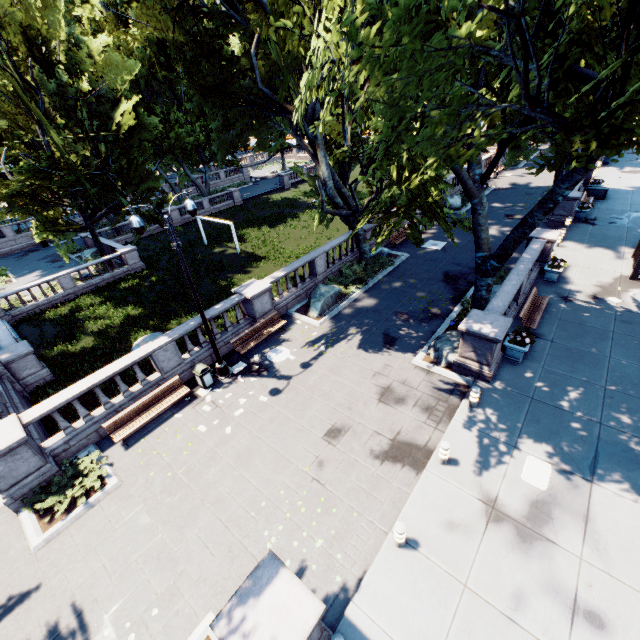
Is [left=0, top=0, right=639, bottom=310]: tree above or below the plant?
above

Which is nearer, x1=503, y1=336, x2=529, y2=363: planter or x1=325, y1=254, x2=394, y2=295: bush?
x1=503, y1=336, x2=529, y2=363: planter

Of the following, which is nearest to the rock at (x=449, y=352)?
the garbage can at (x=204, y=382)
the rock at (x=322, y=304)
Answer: the rock at (x=322, y=304)

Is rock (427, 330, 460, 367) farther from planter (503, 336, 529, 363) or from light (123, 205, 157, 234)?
light (123, 205, 157, 234)

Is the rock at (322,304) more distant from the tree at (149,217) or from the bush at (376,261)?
the tree at (149,217)

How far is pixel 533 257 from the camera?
15.6 meters

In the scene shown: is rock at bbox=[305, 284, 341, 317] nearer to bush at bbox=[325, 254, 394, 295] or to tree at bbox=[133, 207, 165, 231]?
bush at bbox=[325, 254, 394, 295]

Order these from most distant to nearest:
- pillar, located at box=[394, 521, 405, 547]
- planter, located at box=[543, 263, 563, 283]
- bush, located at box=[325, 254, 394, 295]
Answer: bush, located at box=[325, 254, 394, 295], planter, located at box=[543, 263, 563, 283], pillar, located at box=[394, 521, 405, 547]
